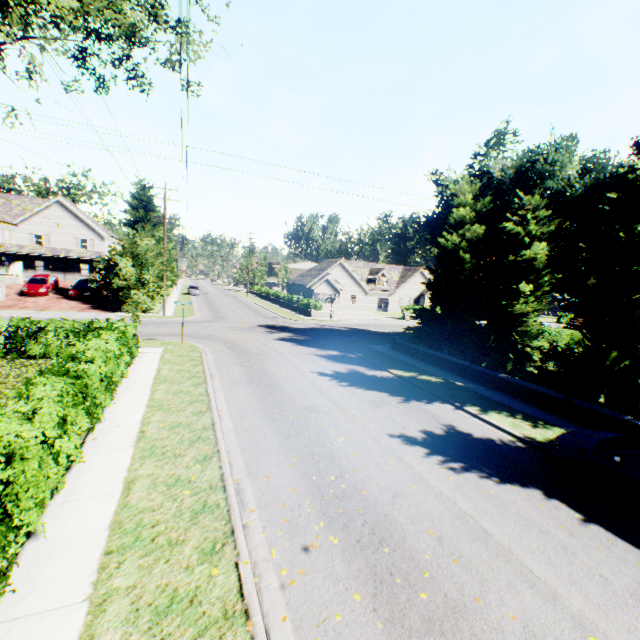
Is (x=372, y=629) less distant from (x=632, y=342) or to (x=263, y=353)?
(x=632, y=342)

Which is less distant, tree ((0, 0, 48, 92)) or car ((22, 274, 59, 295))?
tree ((0, 0, 48, 92))

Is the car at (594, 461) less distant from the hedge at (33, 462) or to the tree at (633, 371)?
the tree at (633, 371)

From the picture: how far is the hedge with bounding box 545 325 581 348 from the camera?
26.9m

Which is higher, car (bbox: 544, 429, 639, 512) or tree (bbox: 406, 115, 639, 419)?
tree (bbox: 406, 115, 639, 419)

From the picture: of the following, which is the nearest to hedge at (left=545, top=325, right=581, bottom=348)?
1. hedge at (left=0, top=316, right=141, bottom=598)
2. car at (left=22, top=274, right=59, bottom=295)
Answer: hedge at (left=0, top=316, right=141, bottom=598)

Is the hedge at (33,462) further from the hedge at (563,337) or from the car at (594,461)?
the hedge at (563,337)

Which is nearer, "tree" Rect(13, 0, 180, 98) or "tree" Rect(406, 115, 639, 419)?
"tree" Rect(13, 0, 180, 98)
